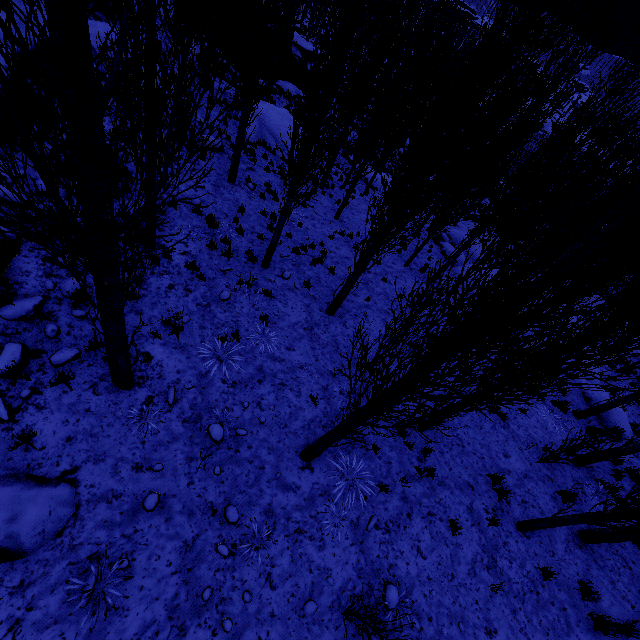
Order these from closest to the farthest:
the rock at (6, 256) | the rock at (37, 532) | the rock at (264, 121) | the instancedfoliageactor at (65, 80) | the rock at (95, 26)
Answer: the instancedfoliageactor at (65, 80)
the rock at (37, 532)
the rock at (6, 256)
the rock at (95, 26)
the rock at (264, 121)

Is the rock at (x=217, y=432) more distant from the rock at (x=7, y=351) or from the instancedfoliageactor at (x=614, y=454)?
the rock at (x=7, y=351)

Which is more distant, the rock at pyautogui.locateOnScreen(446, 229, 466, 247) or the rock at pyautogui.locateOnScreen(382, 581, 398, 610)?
the rock at pyautogui.locateOnScreen(446, 229, 466, 247)

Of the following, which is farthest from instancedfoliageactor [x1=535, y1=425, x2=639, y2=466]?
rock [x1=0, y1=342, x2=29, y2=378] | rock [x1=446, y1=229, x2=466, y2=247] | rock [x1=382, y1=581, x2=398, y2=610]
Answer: rock [x1=382, y1=581, x2=398, y2=610]

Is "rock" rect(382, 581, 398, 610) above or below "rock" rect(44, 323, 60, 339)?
below

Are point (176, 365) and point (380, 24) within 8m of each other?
yes

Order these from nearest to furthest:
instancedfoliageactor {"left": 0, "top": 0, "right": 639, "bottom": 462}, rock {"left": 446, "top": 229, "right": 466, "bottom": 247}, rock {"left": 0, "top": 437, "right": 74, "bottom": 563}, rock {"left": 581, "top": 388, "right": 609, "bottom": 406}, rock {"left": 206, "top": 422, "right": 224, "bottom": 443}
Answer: instancedfoliageactor {"left": 0, "top": 0, "right": 639, "bottom": 462}
rock {"left": 0, "top": 437, "right": 74, "bottom": 563}
rock {"left": 206, "top": 422, "right": 224, "bottom": 443}
rock {"left": 581, "top": 388, "right": 609, "bottom": 406}
rock {"left": 446, "top": 229, "right": 466, "bottom": 247}

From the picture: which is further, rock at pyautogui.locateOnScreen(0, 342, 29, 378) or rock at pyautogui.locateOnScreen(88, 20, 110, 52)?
rock at pyautogui.locateOnScreen(88, 20, 110, 52)
